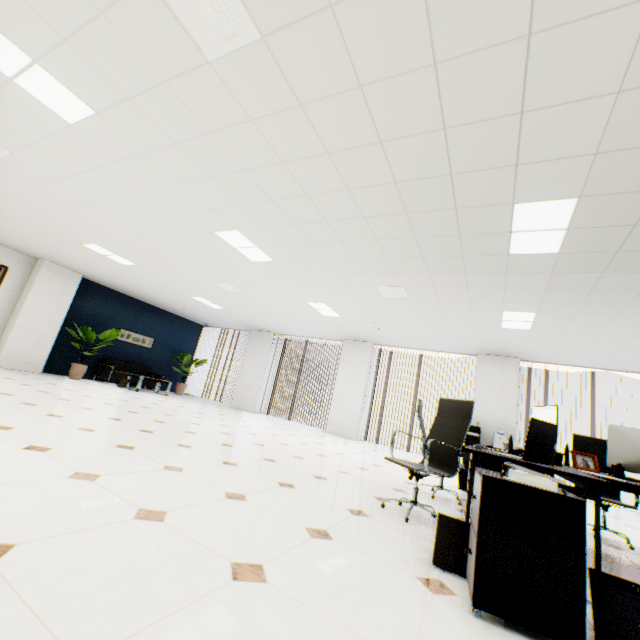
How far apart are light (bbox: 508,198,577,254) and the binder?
2.4m

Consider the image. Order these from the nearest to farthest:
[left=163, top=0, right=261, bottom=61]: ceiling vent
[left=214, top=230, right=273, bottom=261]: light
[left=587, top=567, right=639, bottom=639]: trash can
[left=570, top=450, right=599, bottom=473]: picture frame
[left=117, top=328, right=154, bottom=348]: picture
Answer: [left=587, top=567, right=639, bottom=639]: trash can, [left=163, top=0, right=261, bottom=61]: ceiling vent, [left=570, top=450, right=599, bottom=473]: picture frame, [left=214, top=230, right=273, bottom=261]: light, [left=117, top=328, right=154, bottom=348]: picture

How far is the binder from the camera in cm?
162

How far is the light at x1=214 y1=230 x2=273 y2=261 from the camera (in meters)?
4.91

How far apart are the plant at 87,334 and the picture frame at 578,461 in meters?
11.1 m

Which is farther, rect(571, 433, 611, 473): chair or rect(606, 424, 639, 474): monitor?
rect(571, 433, 611, 473): chair

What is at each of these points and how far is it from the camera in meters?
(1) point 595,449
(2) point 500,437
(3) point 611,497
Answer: (1) chair, 4.4 m
(2) copier, 7.5 m
(3) chair, 4.1 m

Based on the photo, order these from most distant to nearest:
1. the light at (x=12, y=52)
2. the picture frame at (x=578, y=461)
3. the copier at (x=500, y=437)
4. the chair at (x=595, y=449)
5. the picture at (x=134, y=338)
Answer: the picture at (x=134, y=338) → the copier at (x=500, y=437) → the chair at (x=595, y=449) → the picture frame at (x=578, y=461) → the light at (x=12, y=52)
